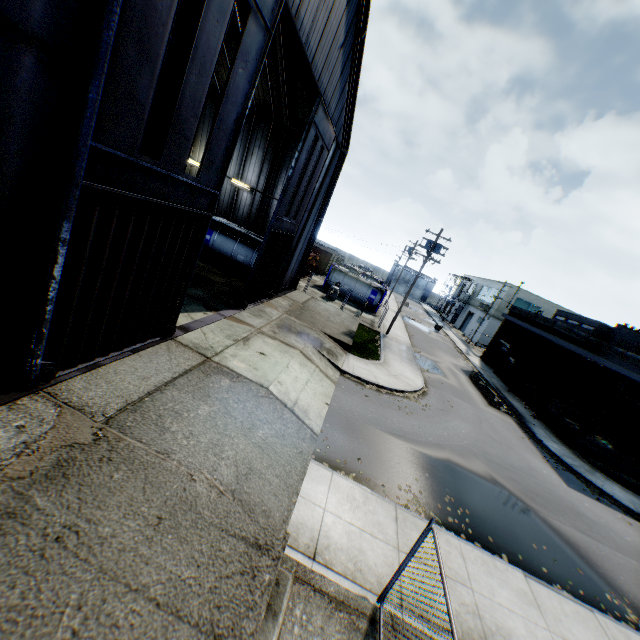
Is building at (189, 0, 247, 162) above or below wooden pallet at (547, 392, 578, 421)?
above

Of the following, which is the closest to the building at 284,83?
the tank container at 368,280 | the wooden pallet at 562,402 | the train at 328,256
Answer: the tank container at 368,280

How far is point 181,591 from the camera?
4.58m

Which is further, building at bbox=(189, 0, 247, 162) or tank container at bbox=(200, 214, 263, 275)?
tank container at bbox=(200, 214, 263, 275)

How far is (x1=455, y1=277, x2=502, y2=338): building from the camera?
50.0m

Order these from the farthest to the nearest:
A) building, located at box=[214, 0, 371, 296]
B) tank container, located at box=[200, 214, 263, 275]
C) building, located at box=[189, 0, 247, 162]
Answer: tank container, located at box=[200, 214, 263, 275], building, located at box=[189, 0, 247, 162], building, located at box=[214, 0, 371, 296]

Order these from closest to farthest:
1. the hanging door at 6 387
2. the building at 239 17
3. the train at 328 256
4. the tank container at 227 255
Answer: the hanging door at 6 387
the building at 239 17
the tank container at 227 255
the train at 328 256

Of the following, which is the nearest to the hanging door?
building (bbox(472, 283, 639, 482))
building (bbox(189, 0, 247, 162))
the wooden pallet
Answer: building (bbox(189, 0, 247, 162))
